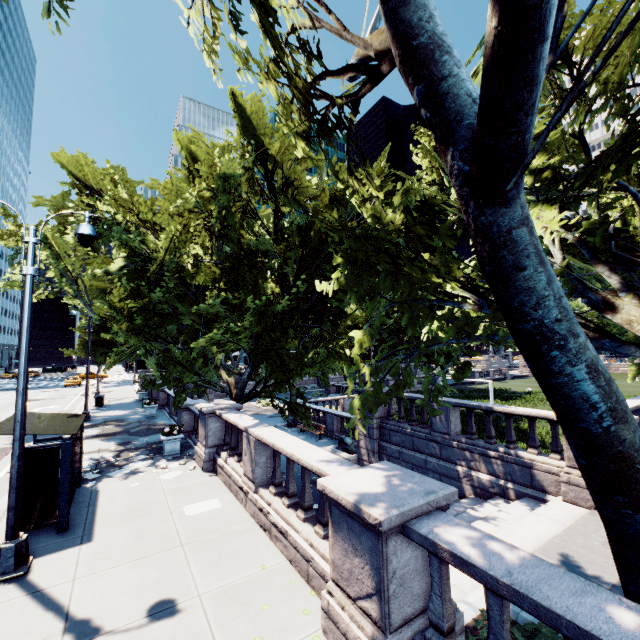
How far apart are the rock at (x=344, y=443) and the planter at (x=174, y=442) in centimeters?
881cm

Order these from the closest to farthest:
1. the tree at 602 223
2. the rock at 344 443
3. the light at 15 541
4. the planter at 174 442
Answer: the tree at 602 223 < the light at 15 541 < the planter at 174 442 < the rock at 344 443

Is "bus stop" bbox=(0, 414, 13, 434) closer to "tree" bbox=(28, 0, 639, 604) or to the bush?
"tree" bbox=(28, 0, 639, 604)

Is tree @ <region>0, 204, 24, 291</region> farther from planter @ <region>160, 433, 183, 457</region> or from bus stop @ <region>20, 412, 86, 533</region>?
bus stop @ <region>20, 412, 86, 533</region>

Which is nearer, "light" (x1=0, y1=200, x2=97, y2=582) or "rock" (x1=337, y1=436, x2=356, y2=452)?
"light" (x1=0, y1=200, x2=97, y2=582)

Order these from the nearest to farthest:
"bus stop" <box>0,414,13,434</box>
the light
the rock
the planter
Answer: the light → "bus stop" <box>0,414,13,434</box> → the planter → the rock

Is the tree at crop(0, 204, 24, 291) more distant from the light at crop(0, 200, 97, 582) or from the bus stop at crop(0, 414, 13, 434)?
the bus stop at crop(0, 414, 13, 434)

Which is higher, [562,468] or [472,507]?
[562,468]
